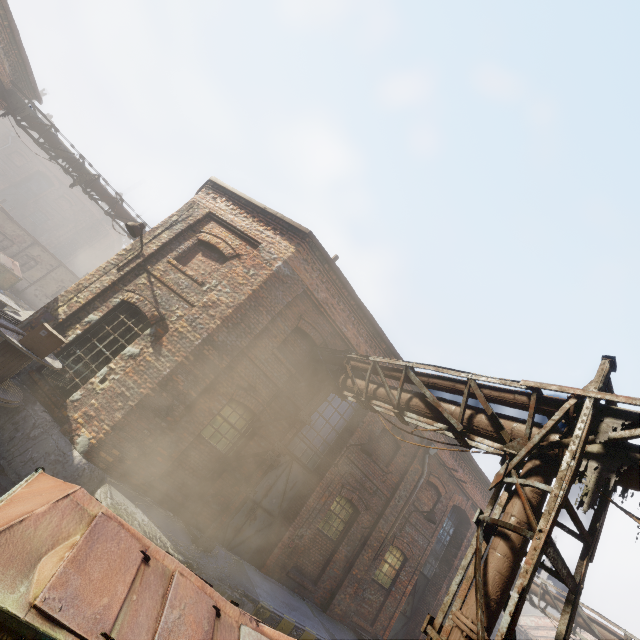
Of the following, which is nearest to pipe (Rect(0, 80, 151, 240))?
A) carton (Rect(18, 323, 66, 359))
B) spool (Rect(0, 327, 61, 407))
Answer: spool (Rect(0, 327, 61, 407))

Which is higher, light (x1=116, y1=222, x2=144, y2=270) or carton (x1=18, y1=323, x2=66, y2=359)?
light (x1=116, y1=222, x2=144, y2=270)

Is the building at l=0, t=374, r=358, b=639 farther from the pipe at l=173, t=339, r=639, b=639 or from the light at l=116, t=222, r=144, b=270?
the light at l=116, t=222, r=144, b=270

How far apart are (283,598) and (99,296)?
9.31m

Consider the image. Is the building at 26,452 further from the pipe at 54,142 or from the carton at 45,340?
the pipe at 54,142

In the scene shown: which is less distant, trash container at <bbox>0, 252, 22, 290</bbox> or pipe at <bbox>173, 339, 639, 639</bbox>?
pipe at <bbox>173, 339, 639, 639</bbox>

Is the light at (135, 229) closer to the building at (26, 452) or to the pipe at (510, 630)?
the building at (26, 452)

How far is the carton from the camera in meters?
6.2 m
